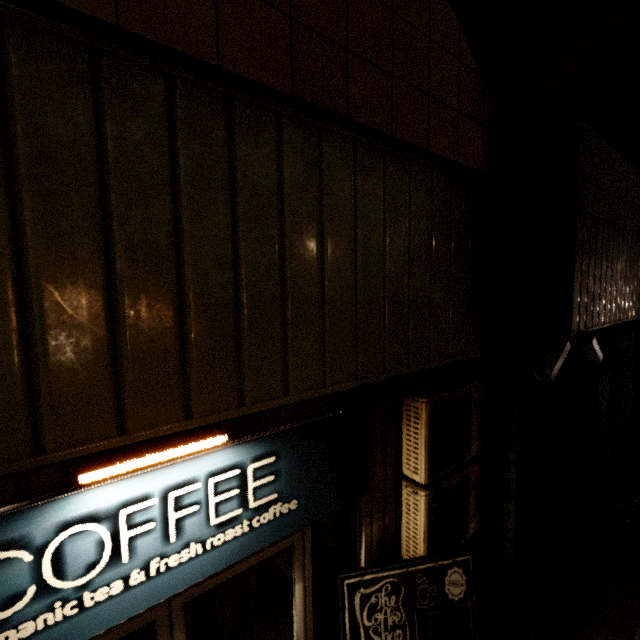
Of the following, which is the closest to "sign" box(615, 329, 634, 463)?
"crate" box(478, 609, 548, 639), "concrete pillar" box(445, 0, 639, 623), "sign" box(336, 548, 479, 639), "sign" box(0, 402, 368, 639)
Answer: "concrete pillar" box(445, 0, 639, 623)

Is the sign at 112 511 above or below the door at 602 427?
above

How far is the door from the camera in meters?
5.8 m

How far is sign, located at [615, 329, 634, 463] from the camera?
6.5 meters

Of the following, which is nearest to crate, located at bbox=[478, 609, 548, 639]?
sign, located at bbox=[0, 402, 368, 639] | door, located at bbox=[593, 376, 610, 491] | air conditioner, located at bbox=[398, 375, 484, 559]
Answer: air conditioner, located at bbox=[398, 375, 484, 559]

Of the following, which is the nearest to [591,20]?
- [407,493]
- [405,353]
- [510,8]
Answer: [510,8]

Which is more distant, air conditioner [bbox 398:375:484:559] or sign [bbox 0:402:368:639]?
Answer: air conditioner [bbox 398:375:484:559]

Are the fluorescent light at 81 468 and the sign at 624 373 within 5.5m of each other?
no
